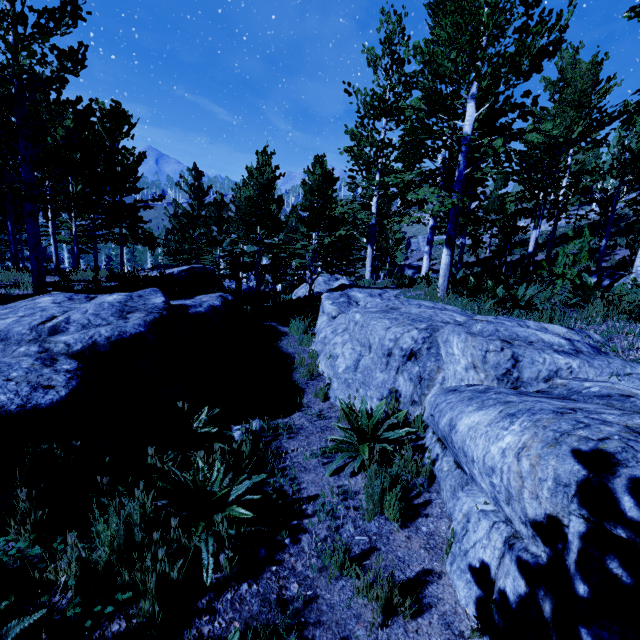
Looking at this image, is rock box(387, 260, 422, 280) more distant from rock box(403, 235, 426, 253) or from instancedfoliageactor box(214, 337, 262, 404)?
rock box(403, 235, 426, 253)

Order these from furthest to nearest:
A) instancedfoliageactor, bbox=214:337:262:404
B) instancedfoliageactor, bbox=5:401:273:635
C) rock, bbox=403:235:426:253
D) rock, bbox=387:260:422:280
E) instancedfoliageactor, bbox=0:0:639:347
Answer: rock, bbox=403:235:426:253, rock, bbox=387:260:422:280, instancedfoliageactor, bbox=0:0:639:347, instancedfoliageactor, bbox=214:337:262:404, instancedfoliageactor, bbox=5:401:273:635

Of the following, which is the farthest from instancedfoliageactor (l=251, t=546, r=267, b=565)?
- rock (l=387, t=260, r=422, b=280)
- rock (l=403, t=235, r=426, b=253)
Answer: rock (l=403, t=235, r=426, b=253)

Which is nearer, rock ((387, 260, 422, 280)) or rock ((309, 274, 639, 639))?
rock ((309, 274, 639, 639))

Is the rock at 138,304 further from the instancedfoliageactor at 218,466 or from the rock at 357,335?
the rock at 357,335

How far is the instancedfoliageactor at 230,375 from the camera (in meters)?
4.64

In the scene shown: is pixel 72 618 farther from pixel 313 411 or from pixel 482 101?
pixel 482 101
